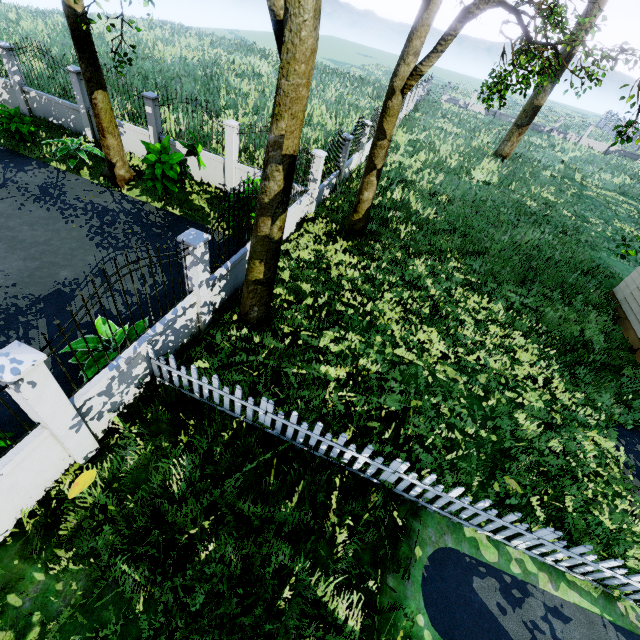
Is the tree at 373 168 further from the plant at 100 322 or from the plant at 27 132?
the plant at 27 132

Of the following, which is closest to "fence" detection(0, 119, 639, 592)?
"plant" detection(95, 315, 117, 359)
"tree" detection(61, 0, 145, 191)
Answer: "plant" detection(95, 315, 117, 359)

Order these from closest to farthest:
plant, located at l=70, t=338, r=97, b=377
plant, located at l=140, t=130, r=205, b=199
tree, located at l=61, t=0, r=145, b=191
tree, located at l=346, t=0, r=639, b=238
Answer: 1. plant, located at l=70, t=338, r=97, b=377
2. tree, located at l=346, t=0, r=639, b=238
3. tree, located at l=61, t=0, r=145, b=191
4. plant, located at l=140, t=130, r=205, b=199

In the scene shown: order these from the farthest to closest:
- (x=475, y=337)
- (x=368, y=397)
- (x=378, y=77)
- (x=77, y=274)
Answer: (x=378, y=77), (x=475, y=337), (x=77, y=274), (x=368, y=397)

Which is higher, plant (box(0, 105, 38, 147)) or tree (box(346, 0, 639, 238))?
tree (box(346, 0, 639, 238))

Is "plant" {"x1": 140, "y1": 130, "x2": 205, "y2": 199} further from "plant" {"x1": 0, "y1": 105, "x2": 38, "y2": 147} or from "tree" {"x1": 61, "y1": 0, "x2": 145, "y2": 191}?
"plant" {"x1": 0, "y1": 105, "x2": 38, "y2": 147}

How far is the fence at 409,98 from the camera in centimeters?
2466cm

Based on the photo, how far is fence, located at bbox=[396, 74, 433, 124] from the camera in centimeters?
2466cm
